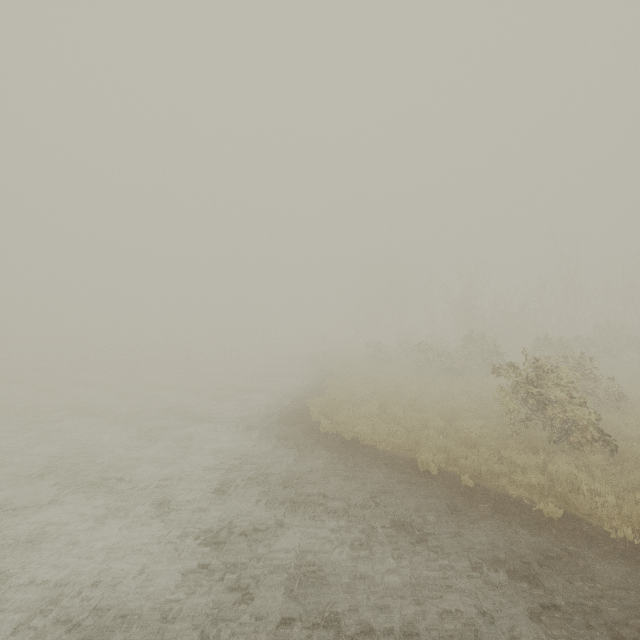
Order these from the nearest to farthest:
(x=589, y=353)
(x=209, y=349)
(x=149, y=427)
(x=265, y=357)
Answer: (x=149, y=427) → (x=589, y=353) → (x=265, y=357) → (x=209, y=349)
